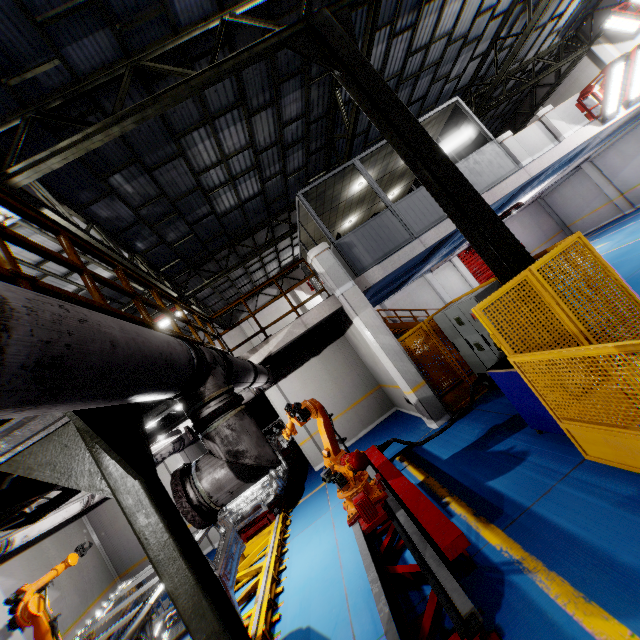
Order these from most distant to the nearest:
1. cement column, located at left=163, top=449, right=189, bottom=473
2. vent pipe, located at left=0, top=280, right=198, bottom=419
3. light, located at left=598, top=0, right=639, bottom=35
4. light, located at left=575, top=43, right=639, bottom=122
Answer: light, located at left=598, top=0, right=639, bottom=35
cement column, located at left=163, top=449, right=189, bottom=473
light, located at left=575, top=43, right=639, bottom=122
vent pipe, located at left=0, top=280, right=198, bottom=419

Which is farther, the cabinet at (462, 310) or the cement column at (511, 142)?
the cement column at (511, 142)

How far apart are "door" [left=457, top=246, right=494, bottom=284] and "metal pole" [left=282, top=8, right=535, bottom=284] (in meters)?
17.06

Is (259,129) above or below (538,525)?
above

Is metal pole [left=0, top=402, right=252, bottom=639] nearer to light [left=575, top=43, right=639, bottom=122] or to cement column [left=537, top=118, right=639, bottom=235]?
light [left=575, top=43, right=639, bottom=122]

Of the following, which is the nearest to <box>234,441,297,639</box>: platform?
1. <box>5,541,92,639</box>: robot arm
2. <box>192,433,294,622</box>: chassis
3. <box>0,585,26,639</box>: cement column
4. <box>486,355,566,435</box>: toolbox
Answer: <box>192,433,294,622</box>: chassis

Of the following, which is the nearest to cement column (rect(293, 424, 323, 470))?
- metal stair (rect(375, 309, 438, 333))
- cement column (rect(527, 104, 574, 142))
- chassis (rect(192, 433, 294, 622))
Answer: chassis (rect(192, 433, 294, 622))

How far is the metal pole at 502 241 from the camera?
5.1m
